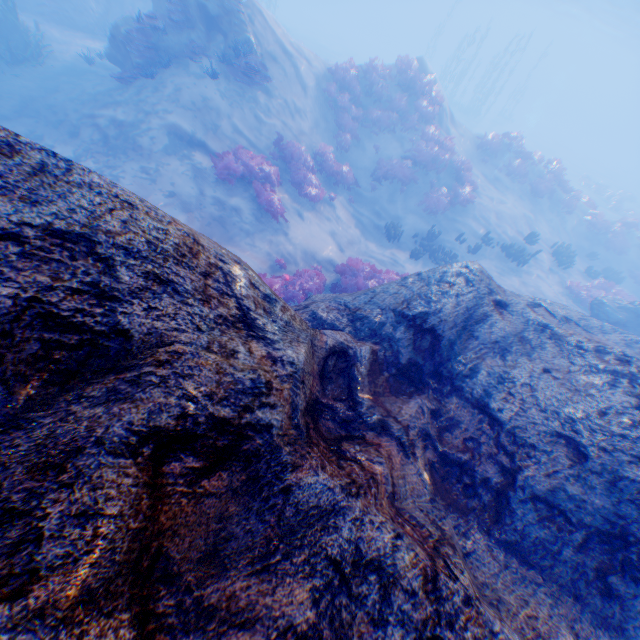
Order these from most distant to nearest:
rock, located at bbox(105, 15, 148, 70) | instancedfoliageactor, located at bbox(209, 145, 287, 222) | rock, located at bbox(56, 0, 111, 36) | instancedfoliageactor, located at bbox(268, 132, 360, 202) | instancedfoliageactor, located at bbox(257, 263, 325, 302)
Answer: rock, located at bbox(56, 0, 111, 36), instancedfoliageactor, located at bbox(268, 132, 360, 202), rock, located at bbox(105, 15, 148, 70), instancedfoliageactor, located at bbox(209, 145, 287, 222), instancedfoliageactor, located at bbox(257, 263, 325, 302)

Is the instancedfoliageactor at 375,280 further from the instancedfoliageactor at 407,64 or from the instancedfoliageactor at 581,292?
the instancedfoliageactor at 581,292

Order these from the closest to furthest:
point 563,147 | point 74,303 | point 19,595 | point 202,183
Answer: point 19,595 → point 74,303 → point 202,183 → point 563,147

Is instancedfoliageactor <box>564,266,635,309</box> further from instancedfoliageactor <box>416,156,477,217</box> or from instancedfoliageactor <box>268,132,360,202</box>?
instancedfoliageactor <box>268,132,360,202</box>

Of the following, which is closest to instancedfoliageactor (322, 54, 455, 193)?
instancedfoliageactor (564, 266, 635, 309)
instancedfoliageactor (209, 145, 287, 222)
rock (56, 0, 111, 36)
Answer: instancedfoliageactor (209, 145, 287, 222)

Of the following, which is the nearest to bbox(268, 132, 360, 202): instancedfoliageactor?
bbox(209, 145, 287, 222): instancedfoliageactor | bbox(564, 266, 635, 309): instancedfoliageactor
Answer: bbox(209, 145, 287, 222): instancedfoliageactor

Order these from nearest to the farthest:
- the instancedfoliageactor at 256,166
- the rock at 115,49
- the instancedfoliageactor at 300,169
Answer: the instancedfoliageactor at 256,166 → the rock at 115,49 → the instancedfoliageactor at 300,169

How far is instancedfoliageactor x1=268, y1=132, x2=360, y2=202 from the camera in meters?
12.8
